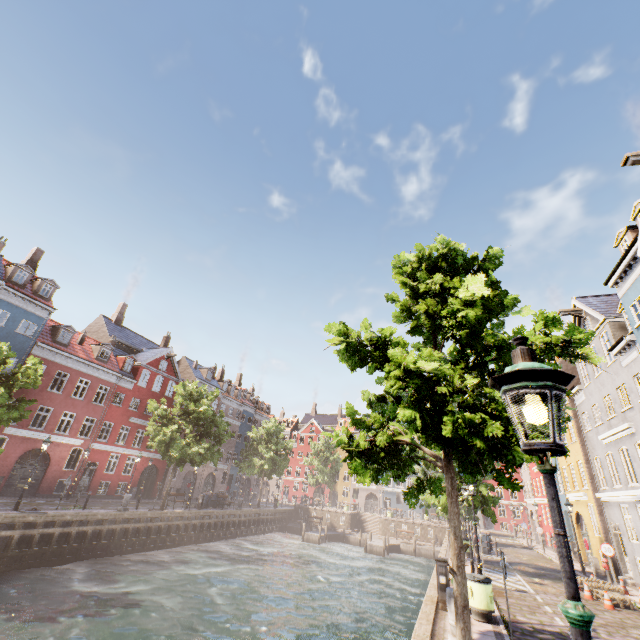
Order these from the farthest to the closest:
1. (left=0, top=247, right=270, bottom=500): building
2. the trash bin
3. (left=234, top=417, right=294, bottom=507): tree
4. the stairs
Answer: the stairs
(left=234, top=417, right=294, bottom=507): tree
(left=0, top=247, right=270, bottom=500): building
the trash bin

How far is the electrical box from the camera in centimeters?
965cm

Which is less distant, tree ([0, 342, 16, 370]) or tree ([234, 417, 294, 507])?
tree ([0, 342, 16, 370])

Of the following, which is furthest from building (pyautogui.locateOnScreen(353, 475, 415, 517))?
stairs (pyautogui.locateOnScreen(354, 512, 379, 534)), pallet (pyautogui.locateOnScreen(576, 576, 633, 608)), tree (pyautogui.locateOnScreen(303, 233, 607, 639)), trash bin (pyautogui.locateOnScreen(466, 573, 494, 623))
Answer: pallet (pyautogui.locateOnScreen(576, 576, 633, 608))

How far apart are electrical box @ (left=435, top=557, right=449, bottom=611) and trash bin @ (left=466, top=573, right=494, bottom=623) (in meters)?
0.44

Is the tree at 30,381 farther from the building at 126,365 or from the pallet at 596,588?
the pallet at 596,588

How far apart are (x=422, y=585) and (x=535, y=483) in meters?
21.5

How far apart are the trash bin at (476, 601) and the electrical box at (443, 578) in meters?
0.4
